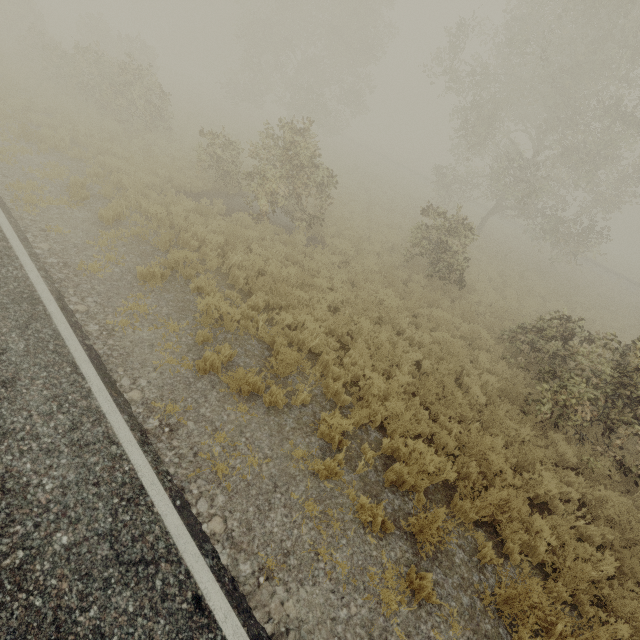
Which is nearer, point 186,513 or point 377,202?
point 186,513
